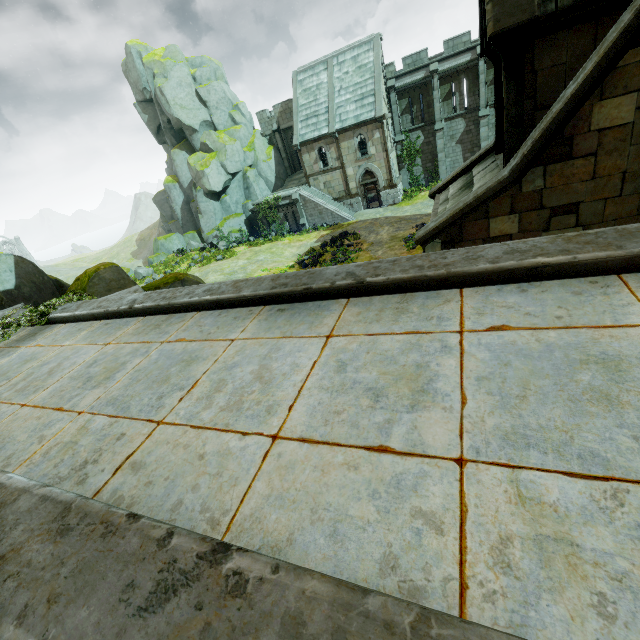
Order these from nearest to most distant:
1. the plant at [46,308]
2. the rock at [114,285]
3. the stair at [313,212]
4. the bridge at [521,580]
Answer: the bridge at [521,580]
the plant at [46,308]
the rock at [114,285]
the stair at [313,212]

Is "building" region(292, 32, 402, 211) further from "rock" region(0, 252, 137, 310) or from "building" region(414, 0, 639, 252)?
"rock" region(0, 252, 137, 310)

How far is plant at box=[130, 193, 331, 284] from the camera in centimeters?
2808cm

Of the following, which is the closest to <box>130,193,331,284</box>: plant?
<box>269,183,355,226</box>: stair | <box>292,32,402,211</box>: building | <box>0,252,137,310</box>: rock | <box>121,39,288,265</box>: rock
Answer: <box>121,39,288,265</box>: rock

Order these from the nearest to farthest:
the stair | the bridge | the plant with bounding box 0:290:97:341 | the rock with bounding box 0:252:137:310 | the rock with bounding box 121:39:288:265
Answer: the bridge → the plant with bounding box 0:290:97:341 → the rock with bounding box 0:252:137:310 → the stair → the rock with bounding box 121:39:288:265

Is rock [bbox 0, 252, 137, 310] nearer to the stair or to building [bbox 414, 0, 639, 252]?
building [bbox 414, 0, 639, 252]

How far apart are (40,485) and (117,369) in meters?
2.0

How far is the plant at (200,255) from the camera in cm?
2808
